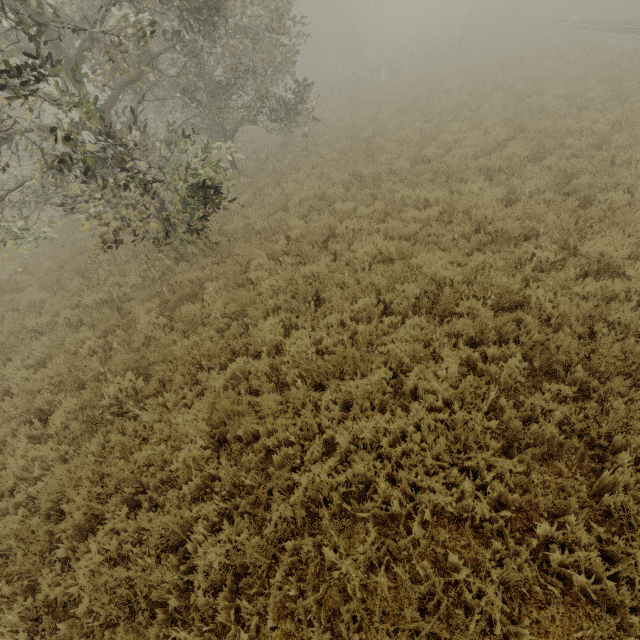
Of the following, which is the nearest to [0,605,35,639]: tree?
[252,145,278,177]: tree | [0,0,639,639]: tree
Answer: [0,0,639,639]: tree

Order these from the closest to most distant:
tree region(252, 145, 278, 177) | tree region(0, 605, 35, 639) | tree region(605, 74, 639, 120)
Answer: tree region(0, 605, 35, 639)
tree region(605, 74, 639, 120)
tree region(252, 145, 278, 177)

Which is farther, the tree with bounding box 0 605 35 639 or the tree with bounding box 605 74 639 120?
the tree with bounding box 605 74 639 120

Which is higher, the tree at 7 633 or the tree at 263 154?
the tree at 263 154

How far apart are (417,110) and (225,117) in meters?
10.7 m

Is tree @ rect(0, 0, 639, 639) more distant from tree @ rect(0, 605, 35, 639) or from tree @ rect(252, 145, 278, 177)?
tree @ rect(0, 605, 35, 639)

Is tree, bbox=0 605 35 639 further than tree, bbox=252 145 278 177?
No

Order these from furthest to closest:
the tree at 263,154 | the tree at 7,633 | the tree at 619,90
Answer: the tree at 263,154
the tree at 619,90
the tree at 7,633
